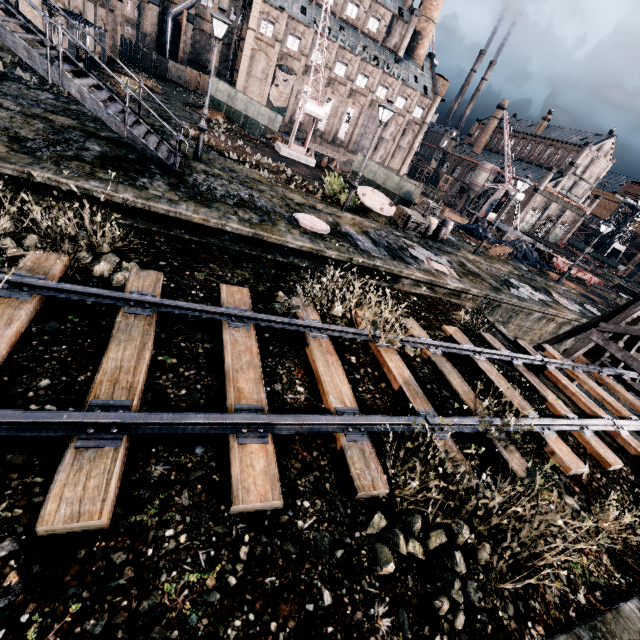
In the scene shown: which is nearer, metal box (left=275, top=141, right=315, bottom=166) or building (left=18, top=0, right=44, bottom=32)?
building (left=18, top=0, right=44, bottom=32)

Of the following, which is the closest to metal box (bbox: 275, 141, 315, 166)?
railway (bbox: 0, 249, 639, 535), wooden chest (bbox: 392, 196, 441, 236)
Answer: wooden chest (bbox: 392, 196, 441, 236)

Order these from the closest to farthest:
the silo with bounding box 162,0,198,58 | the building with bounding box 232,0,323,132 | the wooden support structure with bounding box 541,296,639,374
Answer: the wooden support structure with bounding box 541,296,639,374 → the silo with bounding box 162,0,198,58 → the building with bounding box 232,0,323,132

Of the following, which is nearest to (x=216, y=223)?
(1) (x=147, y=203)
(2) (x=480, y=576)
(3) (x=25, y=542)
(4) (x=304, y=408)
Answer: (1) (x=147, y=203)

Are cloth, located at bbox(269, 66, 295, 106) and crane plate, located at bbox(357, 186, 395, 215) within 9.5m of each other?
no

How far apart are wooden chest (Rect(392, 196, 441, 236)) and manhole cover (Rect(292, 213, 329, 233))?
8.2m

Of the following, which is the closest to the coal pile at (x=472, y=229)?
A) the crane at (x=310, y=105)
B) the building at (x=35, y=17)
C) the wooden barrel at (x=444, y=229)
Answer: the wooden barrel at (x=444, y=229)

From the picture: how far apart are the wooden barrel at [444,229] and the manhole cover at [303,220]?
11.2m
